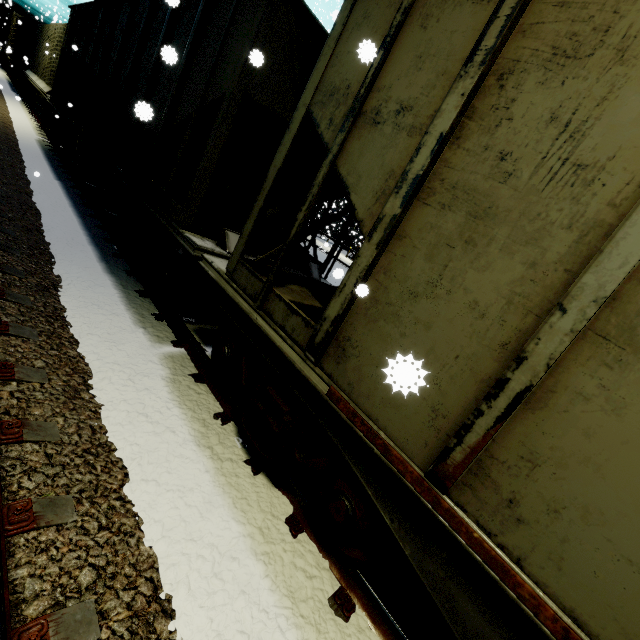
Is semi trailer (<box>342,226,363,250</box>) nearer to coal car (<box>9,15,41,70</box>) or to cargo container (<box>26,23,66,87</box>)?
cargo container (<box>26,23,66,87</box>)

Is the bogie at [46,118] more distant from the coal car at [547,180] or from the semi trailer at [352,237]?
the semi trailer at [352,237]

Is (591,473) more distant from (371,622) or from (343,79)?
(343,79)

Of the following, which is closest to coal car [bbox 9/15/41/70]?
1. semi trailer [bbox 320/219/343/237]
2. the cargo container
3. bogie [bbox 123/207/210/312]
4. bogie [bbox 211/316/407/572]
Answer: the cargo container

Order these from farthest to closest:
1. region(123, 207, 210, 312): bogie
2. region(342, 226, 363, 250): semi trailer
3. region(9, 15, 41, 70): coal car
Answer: region(342, 226, 363, 250): semi trailer → region(9, 15, 41, 70): coal car → region(123, 207, 210, 312): bogie

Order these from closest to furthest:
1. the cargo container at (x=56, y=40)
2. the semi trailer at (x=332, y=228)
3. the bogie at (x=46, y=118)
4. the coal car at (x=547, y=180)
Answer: the coal car at (x=547, y=180) < the bogie at (x=46, y=118) < the cargo container at (x=56, y=40) < the semi trailer at (x=332, y=228)

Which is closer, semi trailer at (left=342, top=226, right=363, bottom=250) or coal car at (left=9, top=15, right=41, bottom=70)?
coal car at (left=9, top=15, right=41, bottom=70)

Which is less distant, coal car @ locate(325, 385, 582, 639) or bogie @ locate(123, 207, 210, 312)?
coal car @ locate(325, 385, 582, 639)
